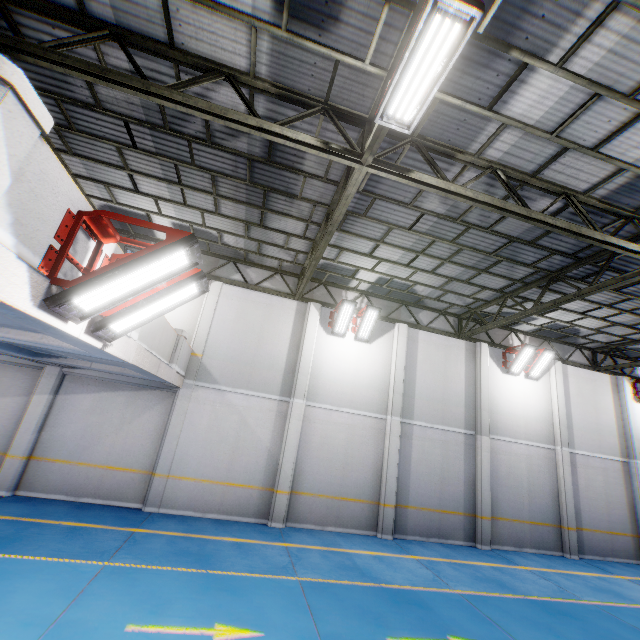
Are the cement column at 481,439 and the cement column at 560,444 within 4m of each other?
yes

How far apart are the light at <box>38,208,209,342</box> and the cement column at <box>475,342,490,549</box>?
13.11m

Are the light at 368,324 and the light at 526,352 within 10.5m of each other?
yes

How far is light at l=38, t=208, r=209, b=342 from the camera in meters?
3.3

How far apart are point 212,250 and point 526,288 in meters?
11.8

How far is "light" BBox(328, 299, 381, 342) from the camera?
12.4 meters

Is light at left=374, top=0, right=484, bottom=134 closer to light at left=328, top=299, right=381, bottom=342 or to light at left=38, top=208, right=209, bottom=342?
light at left=38, top=208, right=209, bottom=342

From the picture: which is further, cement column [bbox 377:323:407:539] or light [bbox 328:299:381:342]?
light [bbox 328:299:381:342]
